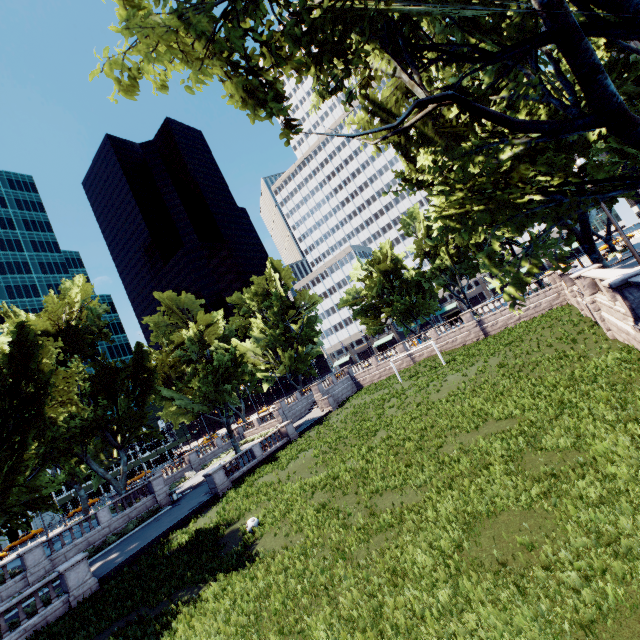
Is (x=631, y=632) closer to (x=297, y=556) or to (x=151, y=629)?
(x=297, y=556)

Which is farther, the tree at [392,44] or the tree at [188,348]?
the tree at [188,348]

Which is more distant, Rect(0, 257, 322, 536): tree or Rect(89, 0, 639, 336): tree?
Rect(0, 257, 322, 536): tree
